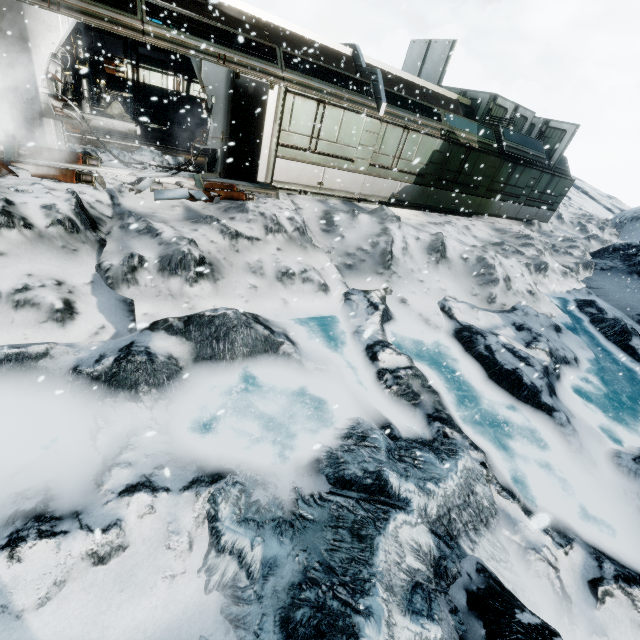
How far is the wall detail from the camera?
14.0m

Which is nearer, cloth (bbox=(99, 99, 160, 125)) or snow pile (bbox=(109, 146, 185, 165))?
snow pile (bbox=(109, 146, 185, 165))

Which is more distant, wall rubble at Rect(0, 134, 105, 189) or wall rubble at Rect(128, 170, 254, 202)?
wall rubble at Rect(128, 170, 254, 202)

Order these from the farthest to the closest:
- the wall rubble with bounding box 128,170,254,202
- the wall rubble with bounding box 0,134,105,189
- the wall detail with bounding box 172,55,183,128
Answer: the wall detail with bounding box 172,55,183,128 < the wall rubble with bounding box 128,170,254,202 < the wall rubble with bounding box 0,134,105,189

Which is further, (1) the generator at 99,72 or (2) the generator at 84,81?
(1) the generator at 99,72

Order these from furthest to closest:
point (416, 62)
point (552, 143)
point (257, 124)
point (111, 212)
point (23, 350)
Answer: point (416, 62) → point (552, 143) → point (257, 124) → point (111, 212) → point (23, 350)

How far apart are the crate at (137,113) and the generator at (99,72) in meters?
0.8 m

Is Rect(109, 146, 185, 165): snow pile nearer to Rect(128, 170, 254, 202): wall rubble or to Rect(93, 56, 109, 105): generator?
Rect(128, 170, 254, 202): wall rubble
